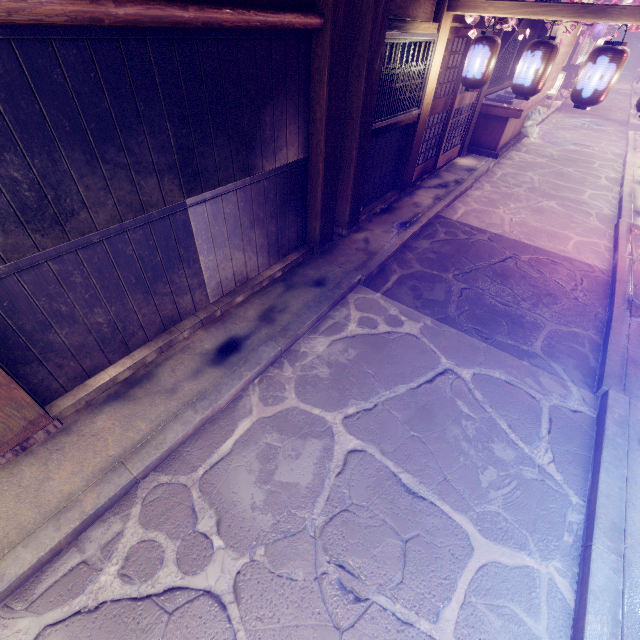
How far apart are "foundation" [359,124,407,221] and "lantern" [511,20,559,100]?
3.17m

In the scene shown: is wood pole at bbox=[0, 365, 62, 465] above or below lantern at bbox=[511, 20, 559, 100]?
below

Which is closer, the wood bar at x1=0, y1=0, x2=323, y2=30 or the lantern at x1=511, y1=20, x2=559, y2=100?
the wood bar at x1=0, y1=0, x2=323, y2=30

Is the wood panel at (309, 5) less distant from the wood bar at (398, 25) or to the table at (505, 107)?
the wood bar at (398, 25)

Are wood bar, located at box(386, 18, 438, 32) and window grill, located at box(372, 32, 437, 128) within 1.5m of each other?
yes

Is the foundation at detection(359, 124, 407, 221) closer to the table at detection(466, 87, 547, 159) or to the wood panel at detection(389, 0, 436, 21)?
the wood panel at detection(389, 0, 436, 21)

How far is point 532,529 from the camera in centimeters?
486cm

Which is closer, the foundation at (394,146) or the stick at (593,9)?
the stick at (593,9)
